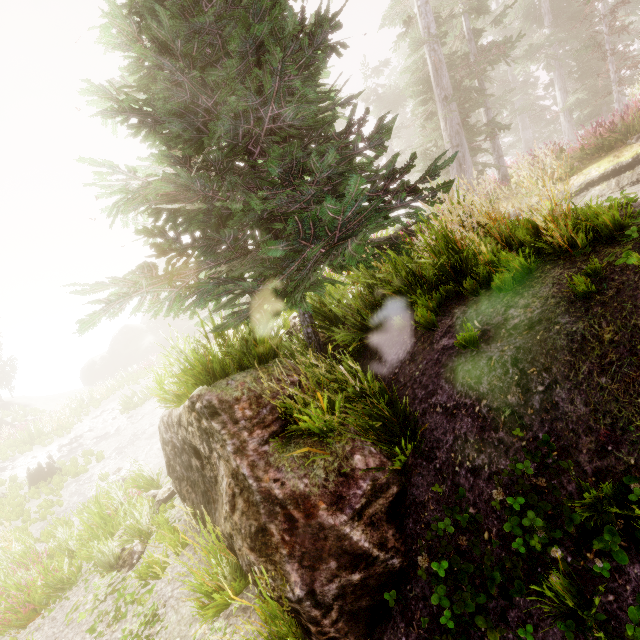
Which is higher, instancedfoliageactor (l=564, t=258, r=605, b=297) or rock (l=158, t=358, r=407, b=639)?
instancedfoliageactor (l=564, t=258, r=605, b=297)

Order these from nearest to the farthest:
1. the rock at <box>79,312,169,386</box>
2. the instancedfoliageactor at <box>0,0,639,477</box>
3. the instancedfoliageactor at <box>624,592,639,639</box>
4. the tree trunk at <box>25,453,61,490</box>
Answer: the instancedfoliageactor at <box>624,592,639,639</box> < the instancedfoliageactor at <box>0,0,639,477</box> < the tree trunk at <box>25,453,61,490</box> < the rock at <box>79,312,169,386</box>

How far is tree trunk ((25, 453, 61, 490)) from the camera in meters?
12.7

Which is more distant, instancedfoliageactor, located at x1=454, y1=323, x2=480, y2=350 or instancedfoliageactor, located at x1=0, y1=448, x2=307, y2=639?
instancedfoliageactor, located at x1=0, y1=448, x2=307, y2=639

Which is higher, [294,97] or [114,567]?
[294,97]

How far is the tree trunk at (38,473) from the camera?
12.7 meters

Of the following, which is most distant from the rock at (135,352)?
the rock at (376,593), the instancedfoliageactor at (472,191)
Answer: the rock at (376,593)
